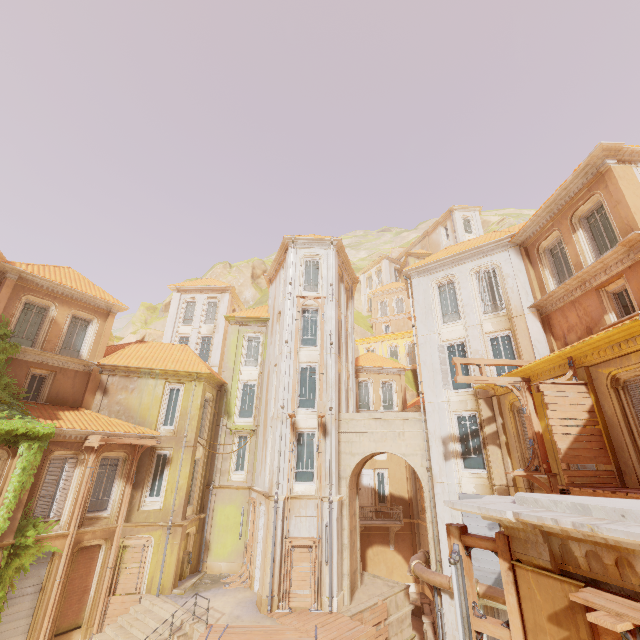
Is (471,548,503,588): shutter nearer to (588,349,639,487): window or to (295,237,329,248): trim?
(588,349,639,487): window

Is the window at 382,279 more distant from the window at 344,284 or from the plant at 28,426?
the plant at 28,426

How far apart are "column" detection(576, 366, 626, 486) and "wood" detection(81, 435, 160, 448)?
19.32m

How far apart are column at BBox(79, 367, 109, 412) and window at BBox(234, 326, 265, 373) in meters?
8.0 m

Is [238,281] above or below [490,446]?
above

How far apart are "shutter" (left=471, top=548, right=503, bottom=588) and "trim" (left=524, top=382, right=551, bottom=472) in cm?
331

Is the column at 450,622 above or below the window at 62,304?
below

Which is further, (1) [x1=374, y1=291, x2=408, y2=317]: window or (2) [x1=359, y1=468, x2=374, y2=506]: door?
(1) [x1=374, y1=291, x2=408, y2=317]: window
